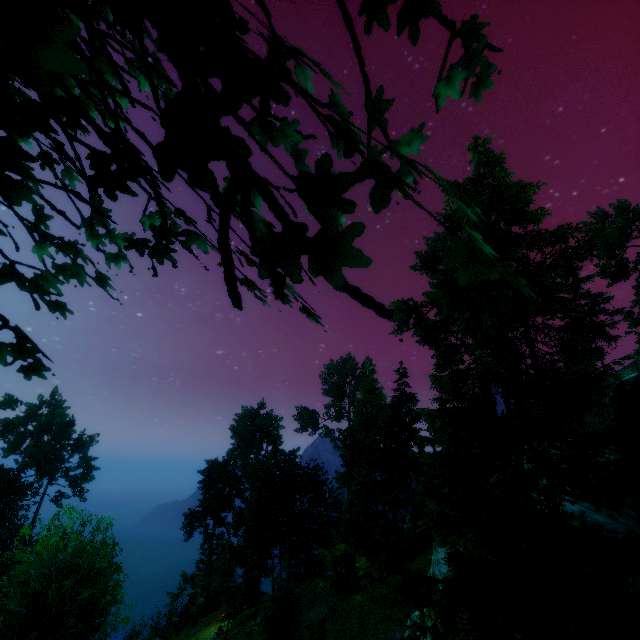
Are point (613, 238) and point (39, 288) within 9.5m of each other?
no

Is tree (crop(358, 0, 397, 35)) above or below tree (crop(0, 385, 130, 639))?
above

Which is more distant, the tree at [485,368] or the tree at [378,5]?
the tree at [378,5]

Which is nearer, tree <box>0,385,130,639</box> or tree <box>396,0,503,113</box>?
tree <box>396,0,503,113</box>

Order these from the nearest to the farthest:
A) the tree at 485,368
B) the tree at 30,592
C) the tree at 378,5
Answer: the tree at 485,368, the tree at 378,5, the tree at 30,592

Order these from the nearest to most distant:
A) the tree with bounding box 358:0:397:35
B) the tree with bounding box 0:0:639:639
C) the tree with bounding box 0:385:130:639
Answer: the tree with bounding box 0:0:639:639, the tree with bounding box 358:0:397:35, the tree with bounding box 0:385:130:639
